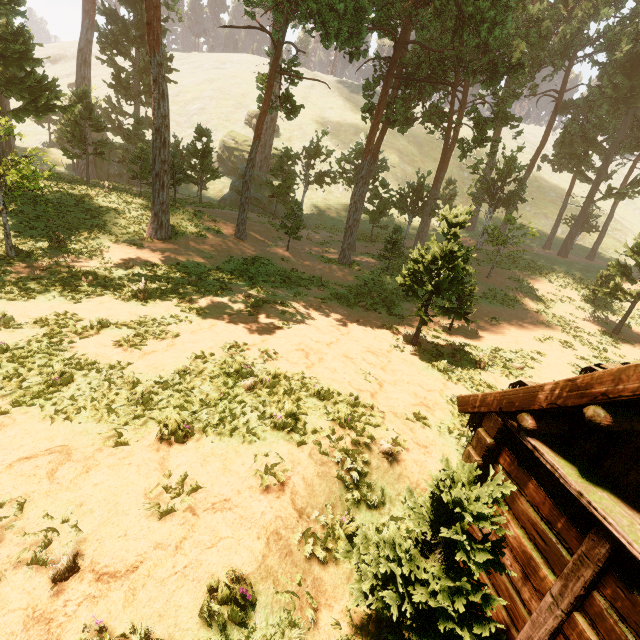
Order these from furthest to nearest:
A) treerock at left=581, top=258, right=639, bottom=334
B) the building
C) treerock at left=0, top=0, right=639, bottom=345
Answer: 1. treerock at left=581, top=258, right=639, bottom=334
2. treerock at left=0, top=0, right=639, bottom=345
3. the building

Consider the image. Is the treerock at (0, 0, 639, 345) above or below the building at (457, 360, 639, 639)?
above

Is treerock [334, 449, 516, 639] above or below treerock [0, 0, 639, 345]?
below

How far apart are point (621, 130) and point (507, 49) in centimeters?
1763cm

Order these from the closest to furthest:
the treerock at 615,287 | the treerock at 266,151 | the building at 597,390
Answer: the building at 597,390
the treerock at 266,151
the treerock at 615,287

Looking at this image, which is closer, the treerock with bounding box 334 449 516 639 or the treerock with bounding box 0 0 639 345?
the treerock with bounding box 334 449 516 639

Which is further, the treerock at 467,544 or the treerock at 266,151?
the treerock at 266,151
